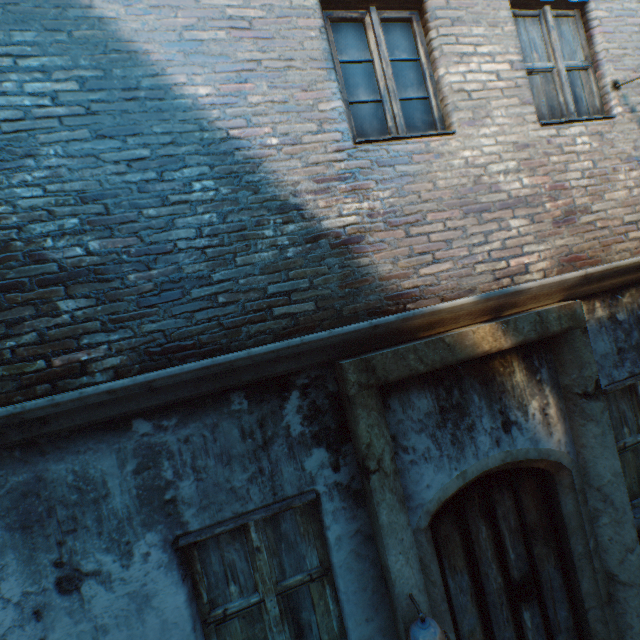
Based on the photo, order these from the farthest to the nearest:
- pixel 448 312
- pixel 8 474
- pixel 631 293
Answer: pixel 631 293, pixel 448 312, pixel 8 474
